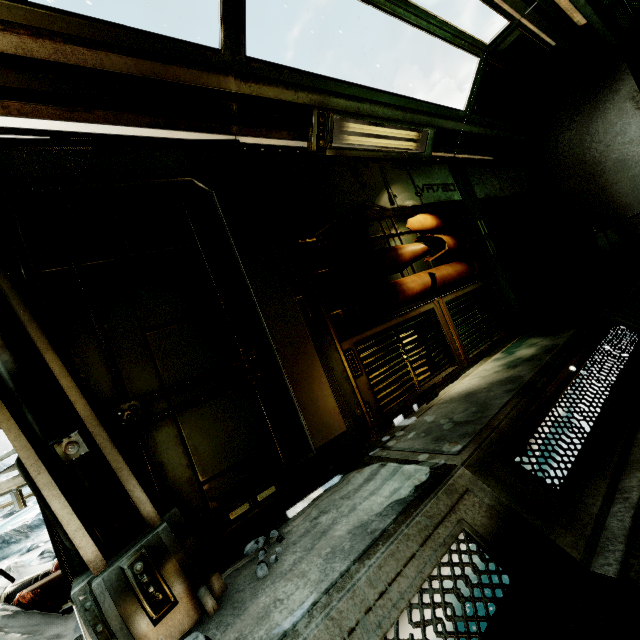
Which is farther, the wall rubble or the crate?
the crate

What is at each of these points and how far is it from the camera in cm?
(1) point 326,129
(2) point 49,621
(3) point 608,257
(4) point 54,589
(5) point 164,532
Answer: (1) ceiling light, 310
(2) snow pile, 179
(3) crate, 552
(4) wall rubble, 193
(5) wall detail, 149

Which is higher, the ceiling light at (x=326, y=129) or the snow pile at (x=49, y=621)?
the ceiling light at (x=326, y=129)

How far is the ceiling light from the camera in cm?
304

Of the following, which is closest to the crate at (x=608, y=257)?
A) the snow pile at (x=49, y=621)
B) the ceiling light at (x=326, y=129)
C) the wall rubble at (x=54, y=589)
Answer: the ceiling light at (x=326, y=129)

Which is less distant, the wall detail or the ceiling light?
the wall detail

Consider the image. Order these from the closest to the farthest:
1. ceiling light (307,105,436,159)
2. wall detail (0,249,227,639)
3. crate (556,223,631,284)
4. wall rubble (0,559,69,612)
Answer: wall detail (0,249,227,639) → wall rubble (0,559,69,612) → ceiling light (307,105,436,159) → crate (556,223,631,284)

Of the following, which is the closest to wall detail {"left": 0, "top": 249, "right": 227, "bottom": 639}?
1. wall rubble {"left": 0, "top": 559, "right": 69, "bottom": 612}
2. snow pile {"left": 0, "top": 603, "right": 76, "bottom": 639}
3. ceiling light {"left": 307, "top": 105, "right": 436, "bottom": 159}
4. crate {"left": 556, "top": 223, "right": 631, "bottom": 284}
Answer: snow pile {"left": 0, "top": 603, "right": 76, "bottom": 639}
